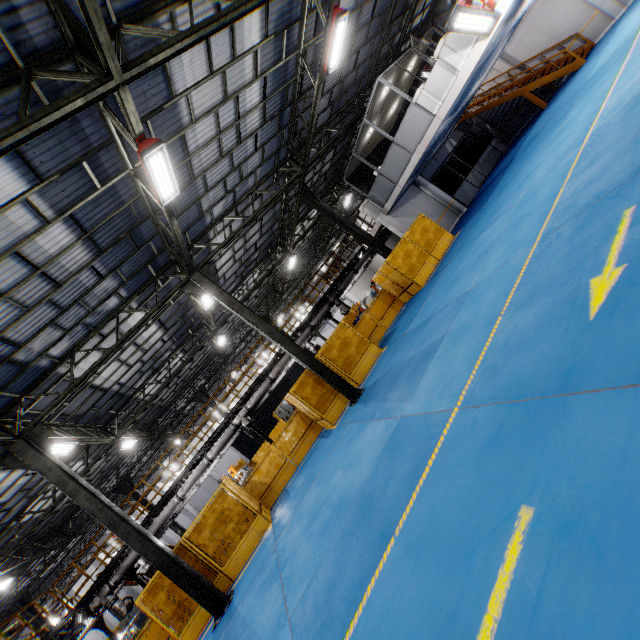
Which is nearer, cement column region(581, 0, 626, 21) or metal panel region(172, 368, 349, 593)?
metal panel region(172, 368, 349, 593)

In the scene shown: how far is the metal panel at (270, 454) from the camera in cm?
1070

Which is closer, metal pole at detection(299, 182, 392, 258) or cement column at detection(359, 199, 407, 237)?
metal pole at detection(299, 182, 392, 258)

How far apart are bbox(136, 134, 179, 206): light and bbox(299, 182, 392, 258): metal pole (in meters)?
9.17

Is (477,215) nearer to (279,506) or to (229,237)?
(229,237)

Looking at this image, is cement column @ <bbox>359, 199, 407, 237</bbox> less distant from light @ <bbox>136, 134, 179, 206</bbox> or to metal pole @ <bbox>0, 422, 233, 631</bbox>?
light @ <bbox>136, 134, 179, 206</bbox>

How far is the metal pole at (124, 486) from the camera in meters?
22.4 m

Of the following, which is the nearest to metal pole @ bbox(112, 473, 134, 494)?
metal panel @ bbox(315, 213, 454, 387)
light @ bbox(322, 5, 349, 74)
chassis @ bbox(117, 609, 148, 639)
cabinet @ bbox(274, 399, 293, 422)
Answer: metal panel @ bbox(315, 213, 454, 387)
